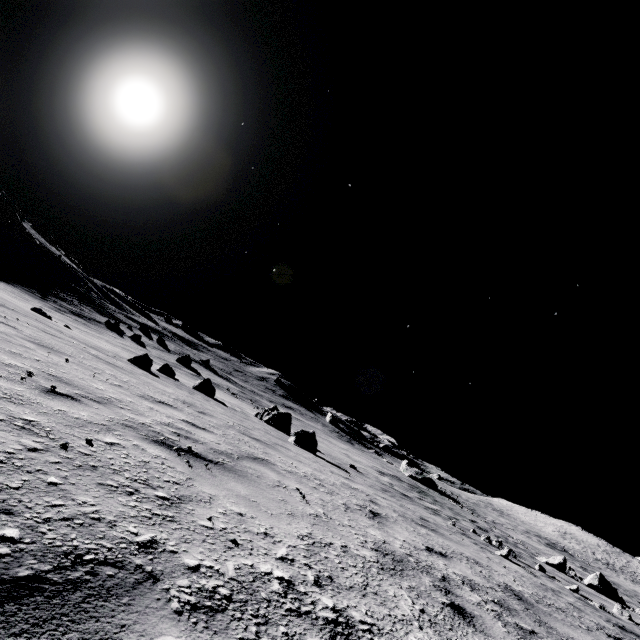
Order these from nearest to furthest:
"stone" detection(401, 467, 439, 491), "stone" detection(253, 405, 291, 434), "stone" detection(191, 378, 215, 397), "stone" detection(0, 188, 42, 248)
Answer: "stone" detection(191, 378, 215, 397), "stone" detection(253, 405, 291, 434), "stone" detection(0, 188, 42, 248), "stone" detection(401, 467, 439, 491)

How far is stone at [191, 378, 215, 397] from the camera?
17.1 meters

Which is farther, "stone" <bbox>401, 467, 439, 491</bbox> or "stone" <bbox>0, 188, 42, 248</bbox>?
"stone" <bbox>401, 467, 439, 491</bbox>

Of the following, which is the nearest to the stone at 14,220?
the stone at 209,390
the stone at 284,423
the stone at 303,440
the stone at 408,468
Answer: the stone at 209,390

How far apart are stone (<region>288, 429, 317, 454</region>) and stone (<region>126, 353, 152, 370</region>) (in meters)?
6.44

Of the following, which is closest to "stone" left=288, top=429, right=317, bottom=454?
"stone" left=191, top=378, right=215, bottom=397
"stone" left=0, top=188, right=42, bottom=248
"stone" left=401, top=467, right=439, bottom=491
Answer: "stone" left=191, top=378, right=215, bottom=397

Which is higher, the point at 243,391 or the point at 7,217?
the point at 7,217

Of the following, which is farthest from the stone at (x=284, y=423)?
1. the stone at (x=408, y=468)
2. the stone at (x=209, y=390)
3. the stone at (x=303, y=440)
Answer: the stone at (x=408, y=468)
